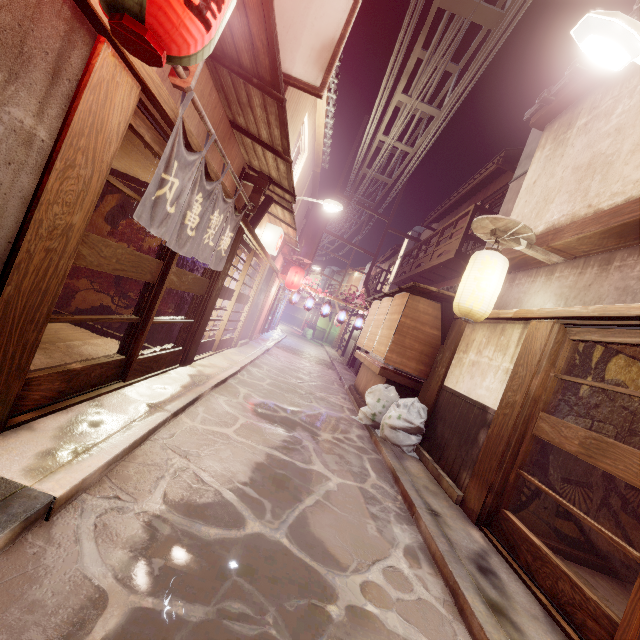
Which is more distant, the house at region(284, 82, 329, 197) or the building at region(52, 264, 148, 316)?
the house at region(284, 82, 329, 197)

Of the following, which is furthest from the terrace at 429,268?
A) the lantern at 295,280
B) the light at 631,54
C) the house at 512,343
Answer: the light at 631,54

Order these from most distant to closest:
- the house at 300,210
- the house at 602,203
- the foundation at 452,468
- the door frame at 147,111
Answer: the house at 300,210
the foundation at 452,468
the house at 602,203
the door frame at 147,111

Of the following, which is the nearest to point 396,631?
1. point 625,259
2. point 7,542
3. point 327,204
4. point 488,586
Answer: point 488,586

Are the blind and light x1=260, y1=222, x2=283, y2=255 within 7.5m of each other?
yes

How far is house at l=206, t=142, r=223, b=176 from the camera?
7.9 meters

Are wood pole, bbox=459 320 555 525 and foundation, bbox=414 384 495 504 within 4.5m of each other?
yes

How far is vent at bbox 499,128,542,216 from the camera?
14.4m
